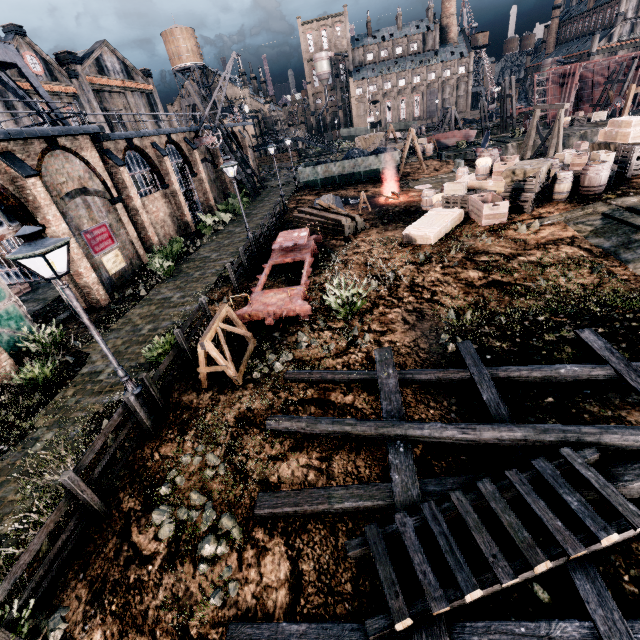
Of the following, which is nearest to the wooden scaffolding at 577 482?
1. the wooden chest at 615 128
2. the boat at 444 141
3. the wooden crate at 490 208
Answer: the wooden crate at 490 208

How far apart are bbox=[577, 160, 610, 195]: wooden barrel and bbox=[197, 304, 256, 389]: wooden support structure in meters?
17.5 m

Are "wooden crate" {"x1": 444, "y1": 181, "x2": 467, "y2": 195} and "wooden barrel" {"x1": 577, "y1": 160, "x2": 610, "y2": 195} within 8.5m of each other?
yes

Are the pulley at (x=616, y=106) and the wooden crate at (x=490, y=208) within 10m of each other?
no

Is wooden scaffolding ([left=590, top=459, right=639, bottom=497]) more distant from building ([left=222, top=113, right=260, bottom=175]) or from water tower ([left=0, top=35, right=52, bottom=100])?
water tower ([left=0, top=35, right=52, bottom=100])

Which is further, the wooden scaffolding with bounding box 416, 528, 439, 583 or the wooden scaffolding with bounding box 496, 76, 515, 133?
the wooden scaffolding with bounding box 496, 76, 515, 133

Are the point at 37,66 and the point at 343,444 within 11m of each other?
no

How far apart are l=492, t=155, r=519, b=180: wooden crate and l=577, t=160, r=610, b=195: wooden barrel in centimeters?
318cm
